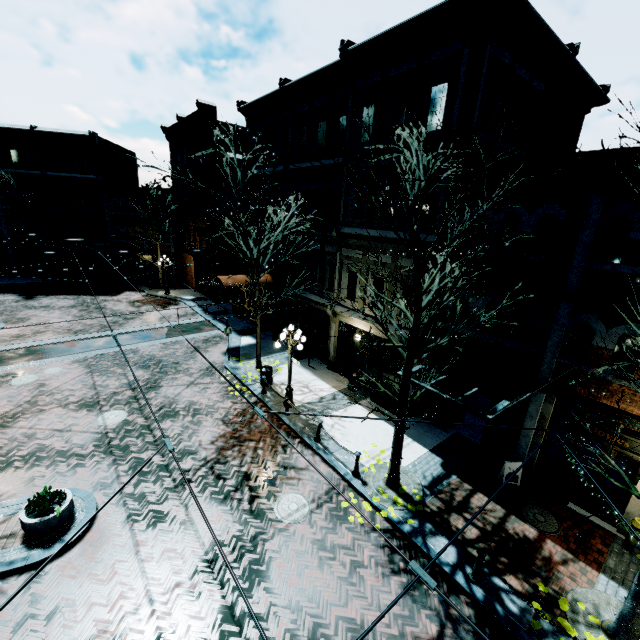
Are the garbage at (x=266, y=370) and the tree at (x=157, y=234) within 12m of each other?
no

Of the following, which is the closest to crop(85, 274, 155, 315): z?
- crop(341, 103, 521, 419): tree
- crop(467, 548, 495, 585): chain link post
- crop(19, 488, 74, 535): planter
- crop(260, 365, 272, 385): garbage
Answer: crop(341, 103, 521, 419): tree

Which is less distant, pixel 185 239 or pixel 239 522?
pixel 239 522

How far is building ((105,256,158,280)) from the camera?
35.25m

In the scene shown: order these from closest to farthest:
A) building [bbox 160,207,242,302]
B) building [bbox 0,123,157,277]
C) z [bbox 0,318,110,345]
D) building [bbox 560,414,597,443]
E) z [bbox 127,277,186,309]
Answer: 1. building [bbox 560,414,597,443]
2. z [bbox 0,318,110,345]
3. building [bbox 160,207,242,302]
4. z [bbox 127,277,186,309]
5. building [bbox 0,123,157,277]

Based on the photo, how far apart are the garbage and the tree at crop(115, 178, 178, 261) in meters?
21.8

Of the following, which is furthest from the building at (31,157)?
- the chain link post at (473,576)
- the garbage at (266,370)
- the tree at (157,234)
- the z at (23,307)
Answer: the chain link post at (473,576)

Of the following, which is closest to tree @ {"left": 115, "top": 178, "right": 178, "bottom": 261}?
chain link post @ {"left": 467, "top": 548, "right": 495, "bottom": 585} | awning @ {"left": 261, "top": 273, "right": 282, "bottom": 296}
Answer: awning @ {"left": 261, "top": 273, "right": 282, "bottom": 296}
